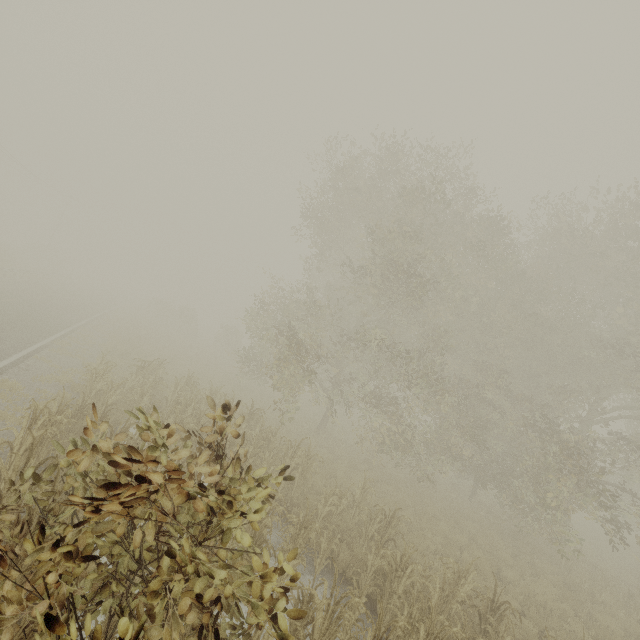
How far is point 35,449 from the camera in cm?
512

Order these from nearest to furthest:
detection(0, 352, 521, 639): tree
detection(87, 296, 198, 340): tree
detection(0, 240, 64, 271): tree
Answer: detection(0, 352, 521, 639): tree, detection(87, 296, 198, 340): tree, detection(0, 240, 64, 271): tree

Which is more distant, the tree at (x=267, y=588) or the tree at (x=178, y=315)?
the tree at (x=178, y=315)

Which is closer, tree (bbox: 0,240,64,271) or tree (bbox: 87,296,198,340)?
tree (bbox: 87,296,198,340)

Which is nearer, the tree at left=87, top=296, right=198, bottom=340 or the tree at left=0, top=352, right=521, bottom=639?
the tree at left=0, top=352, right=521, bottom=639

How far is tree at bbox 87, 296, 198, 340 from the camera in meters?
26.9 m

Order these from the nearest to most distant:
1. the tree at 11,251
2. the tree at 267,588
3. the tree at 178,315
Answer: the tree at 267,588 → the tree at 178,315 → the tree at 11,251
